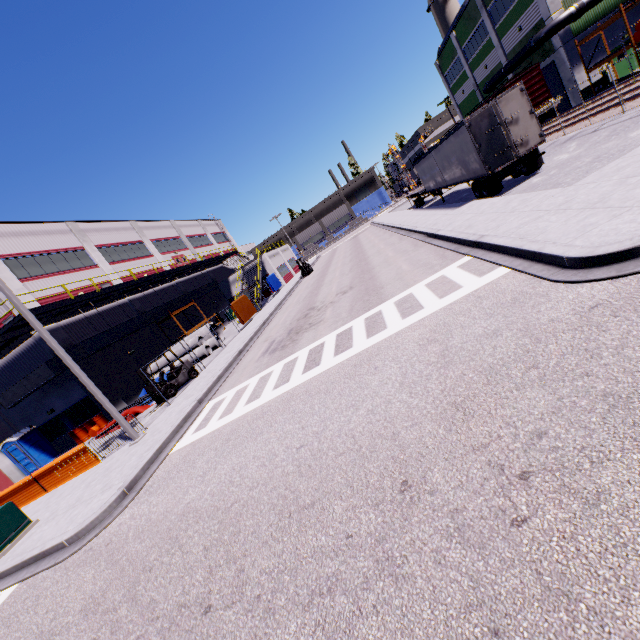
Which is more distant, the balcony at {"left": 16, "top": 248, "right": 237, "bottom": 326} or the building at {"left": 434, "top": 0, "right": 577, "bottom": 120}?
the building at {"left": 434, "top": 0, "right": 577, "bottom": 120}

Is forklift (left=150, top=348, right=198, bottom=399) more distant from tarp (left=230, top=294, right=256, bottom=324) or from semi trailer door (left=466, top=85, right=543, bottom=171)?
tarp (left=230, top=294, right=256, bottom=324)

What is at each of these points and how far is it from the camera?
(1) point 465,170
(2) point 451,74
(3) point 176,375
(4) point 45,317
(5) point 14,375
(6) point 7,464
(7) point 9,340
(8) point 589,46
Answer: (1) semi trailer, 17.8m
(2) building, 46.5m
(3) forklift, 17.7m
(4) balcony, 19.9m
(5) building, 21.8m
(6) building, 21.9m
(7) balcony, 19.9m
(8) building, 27.1m

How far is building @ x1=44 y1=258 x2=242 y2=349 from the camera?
21.9m

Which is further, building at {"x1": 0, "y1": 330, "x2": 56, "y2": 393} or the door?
the door

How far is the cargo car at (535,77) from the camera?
28.0 meters

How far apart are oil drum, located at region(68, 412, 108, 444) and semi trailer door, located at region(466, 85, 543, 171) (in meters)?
28.11

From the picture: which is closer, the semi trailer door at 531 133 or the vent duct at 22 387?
the semi trailer door at 531 133
